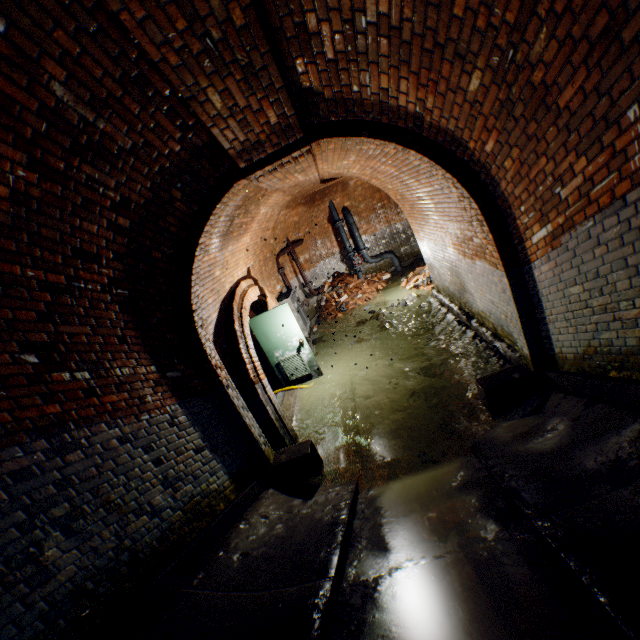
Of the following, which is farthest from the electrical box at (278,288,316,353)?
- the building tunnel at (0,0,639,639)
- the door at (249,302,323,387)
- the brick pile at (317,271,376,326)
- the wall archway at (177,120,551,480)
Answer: the wall archway at (177,120,551,480)

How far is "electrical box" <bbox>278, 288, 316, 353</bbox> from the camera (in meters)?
9.62

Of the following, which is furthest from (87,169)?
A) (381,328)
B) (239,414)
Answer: (381,328)

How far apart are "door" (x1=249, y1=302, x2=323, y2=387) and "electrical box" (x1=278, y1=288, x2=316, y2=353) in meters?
1.9

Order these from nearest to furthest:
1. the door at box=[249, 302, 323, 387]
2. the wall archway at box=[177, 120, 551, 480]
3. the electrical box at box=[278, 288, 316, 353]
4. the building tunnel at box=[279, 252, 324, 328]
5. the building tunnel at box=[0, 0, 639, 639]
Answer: the building tunnel at box=[0, 0, 639, 639] → the wall archway at box=[177, 120, 551, 480] → the door at box=[249, 302, 323, 387] → the electrical box at box=[278, 288, 316, 353] → the building tunnel at box=[279, 252, 324, 328]

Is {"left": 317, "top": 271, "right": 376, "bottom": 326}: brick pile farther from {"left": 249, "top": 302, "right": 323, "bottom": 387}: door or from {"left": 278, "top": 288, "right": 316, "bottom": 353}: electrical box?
{"left": 249, "top": 302, "right": 323, "bottom": 387}: door

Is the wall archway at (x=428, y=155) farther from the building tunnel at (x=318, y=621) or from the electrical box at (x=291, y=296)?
the electrical box at (x=291, y=296)

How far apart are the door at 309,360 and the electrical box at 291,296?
1.86m
